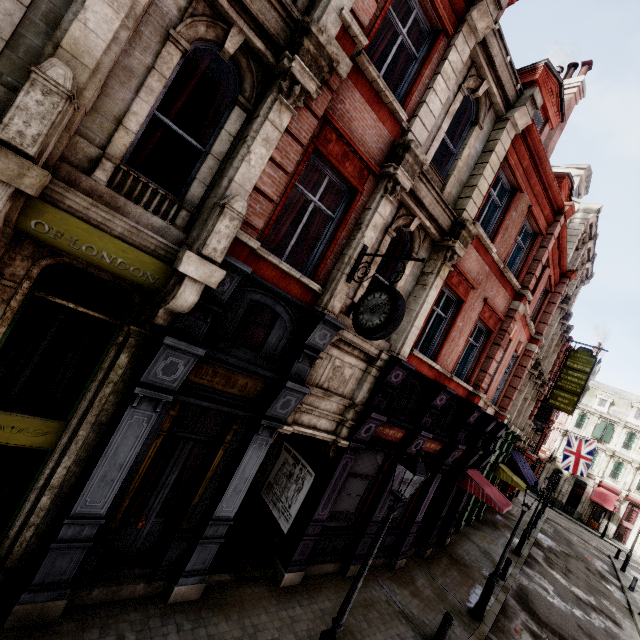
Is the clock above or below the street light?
above

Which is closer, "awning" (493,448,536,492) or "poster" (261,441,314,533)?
"poster" (261,441,314,533)

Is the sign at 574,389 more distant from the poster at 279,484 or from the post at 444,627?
the poster at 279,484

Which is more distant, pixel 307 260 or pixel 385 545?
pixel 385 545

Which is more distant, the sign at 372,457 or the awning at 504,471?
the awning at 504,471

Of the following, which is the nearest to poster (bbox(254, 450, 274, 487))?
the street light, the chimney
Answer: the street light

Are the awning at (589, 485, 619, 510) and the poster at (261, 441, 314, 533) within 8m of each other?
no

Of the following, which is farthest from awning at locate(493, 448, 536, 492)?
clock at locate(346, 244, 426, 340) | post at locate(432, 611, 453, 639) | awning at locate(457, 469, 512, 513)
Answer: clock at locate(346, 244, 426, 340)
